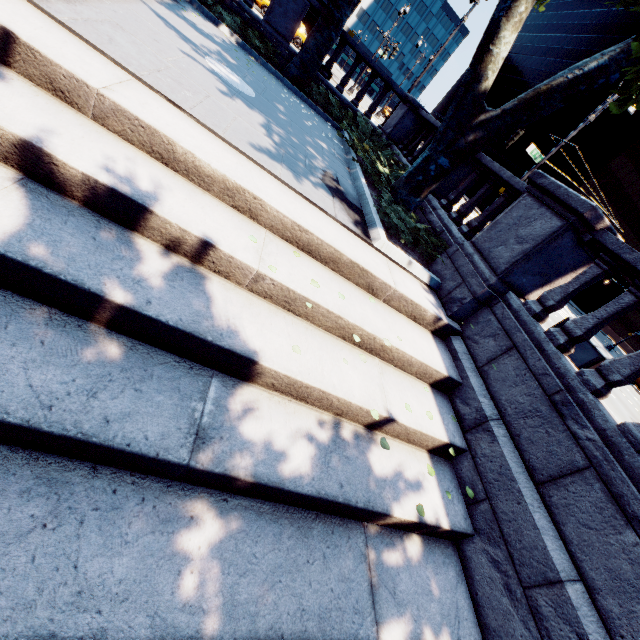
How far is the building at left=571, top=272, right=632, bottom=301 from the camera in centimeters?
5653cm

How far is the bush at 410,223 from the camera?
6.2 meters

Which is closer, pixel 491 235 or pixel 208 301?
pixel 208 301

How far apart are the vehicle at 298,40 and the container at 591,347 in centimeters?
2833cm

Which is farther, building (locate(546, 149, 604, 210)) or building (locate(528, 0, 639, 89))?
building (locate(528, 0, 639, 89))

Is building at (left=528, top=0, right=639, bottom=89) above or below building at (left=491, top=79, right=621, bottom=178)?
above

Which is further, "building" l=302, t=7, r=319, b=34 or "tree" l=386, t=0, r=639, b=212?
"building" l=302, t=7, r=319, b=34

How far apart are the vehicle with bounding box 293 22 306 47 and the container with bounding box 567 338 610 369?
28.33m
